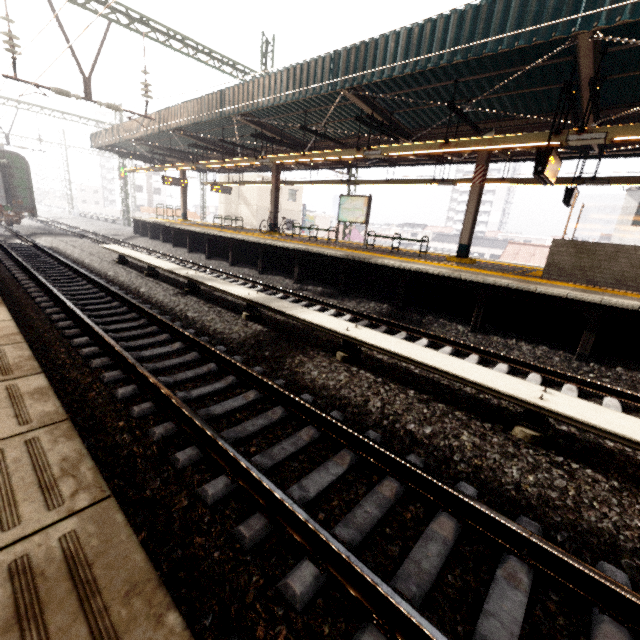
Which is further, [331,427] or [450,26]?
[450,26]

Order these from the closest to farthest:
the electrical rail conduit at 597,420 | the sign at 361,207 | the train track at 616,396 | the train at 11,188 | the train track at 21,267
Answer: the train track at 21,267, the electrical rail conduit at 597,420, the train track at 616,396, the sign at 361,207, the train at 11,188

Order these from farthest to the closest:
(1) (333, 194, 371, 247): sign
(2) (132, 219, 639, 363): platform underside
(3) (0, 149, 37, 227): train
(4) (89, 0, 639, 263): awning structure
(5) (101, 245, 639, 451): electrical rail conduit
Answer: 1. (3) (0, 149, 37, 227): train
2. (1) (333, 194, 371, 247): sign
3. (2) (132, 219, 639, 363): platform underside
4. (4) (89, 0, 639, 263): awning structure
5. (5) (101, 245, 639, 451): electrical rail conduit

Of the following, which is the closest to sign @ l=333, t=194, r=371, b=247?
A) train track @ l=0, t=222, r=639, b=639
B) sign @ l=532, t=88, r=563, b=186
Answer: sign @ l=532, t=88, r=563, b=186

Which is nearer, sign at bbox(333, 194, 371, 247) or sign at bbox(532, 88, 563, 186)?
sign at bbox(532, 88, 563, 186)

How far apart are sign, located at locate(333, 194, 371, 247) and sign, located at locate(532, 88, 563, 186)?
6.41m

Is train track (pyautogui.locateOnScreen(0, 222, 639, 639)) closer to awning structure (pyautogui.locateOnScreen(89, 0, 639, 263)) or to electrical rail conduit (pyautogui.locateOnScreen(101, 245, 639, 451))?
electrical rail conduit (pyautogui.locateOnScreen(101, 245, 639, 451))

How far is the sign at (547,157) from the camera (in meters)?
6.23
